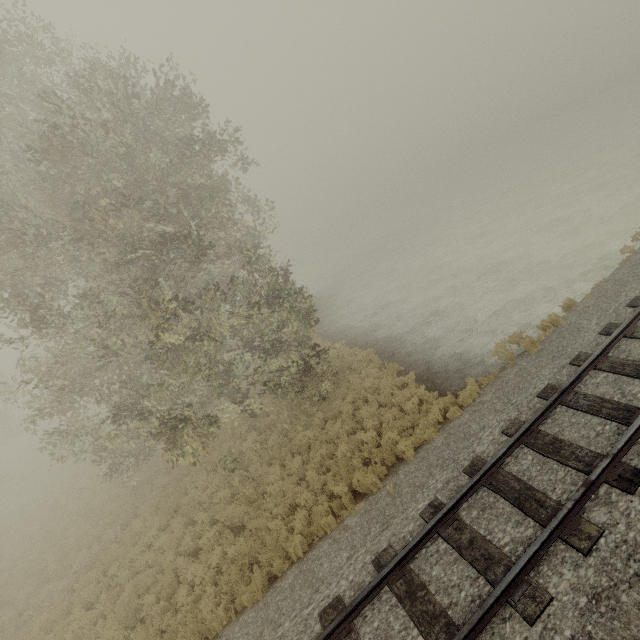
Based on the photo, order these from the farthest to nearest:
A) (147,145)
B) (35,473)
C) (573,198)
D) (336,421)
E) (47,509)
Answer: (35,473) < (573,198) < (47,509) < (336,421) < (147,145)
